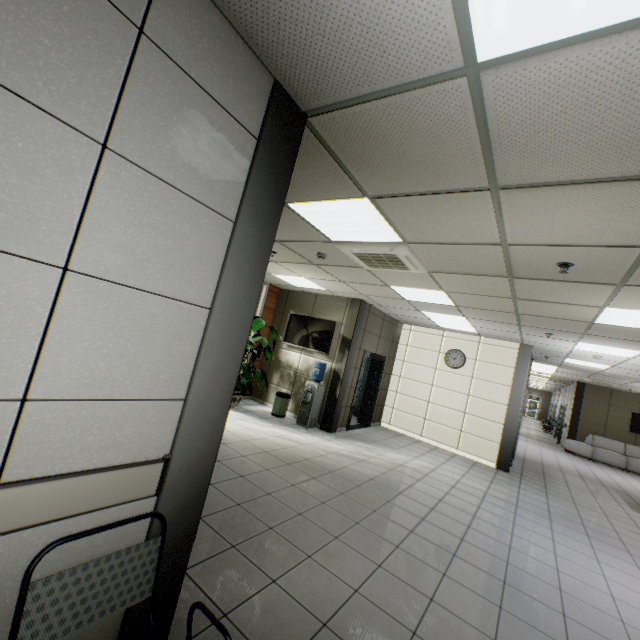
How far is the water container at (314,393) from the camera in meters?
7.5

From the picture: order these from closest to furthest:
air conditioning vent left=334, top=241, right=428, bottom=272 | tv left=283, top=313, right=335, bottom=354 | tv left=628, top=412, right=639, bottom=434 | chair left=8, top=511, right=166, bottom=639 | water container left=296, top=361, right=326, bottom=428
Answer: chair left=8, top=511, right=166, bottom=639
air conditioning vent left=334, top=241, right=428, bottom=272
water container left=296, top=361, right=326, bottom=428
tv left=283, top=313, right=335, bottom=354
tv left=628, top=412, right=639, bottom=434

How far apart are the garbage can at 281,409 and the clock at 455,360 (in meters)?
4.61

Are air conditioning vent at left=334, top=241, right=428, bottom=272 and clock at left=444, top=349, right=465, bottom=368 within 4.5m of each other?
no

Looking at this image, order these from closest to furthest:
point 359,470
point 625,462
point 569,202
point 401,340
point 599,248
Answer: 1. point 569,202
2. point 599,248
3. point 359,470
4. point 401,340
5. point 625,462

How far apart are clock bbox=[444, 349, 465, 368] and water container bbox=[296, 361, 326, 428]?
3.8 meters

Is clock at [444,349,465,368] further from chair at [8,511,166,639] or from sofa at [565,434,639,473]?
sofa at [565,434,639,473]

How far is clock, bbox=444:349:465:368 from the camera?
9.11m
